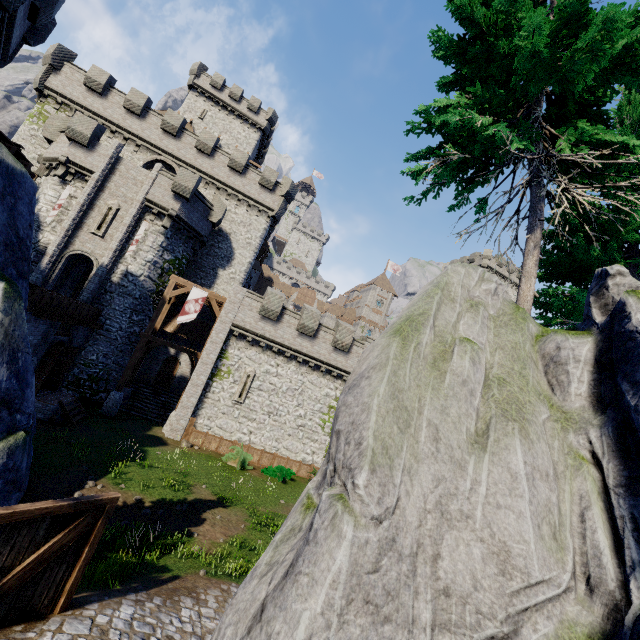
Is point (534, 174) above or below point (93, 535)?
above

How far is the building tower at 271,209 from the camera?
24.88m

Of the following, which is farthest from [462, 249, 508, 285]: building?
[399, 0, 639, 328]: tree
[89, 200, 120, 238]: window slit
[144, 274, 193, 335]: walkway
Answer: [89, 200, 120, 238]: window slit

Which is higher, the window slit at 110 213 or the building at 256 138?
the building at 256 138

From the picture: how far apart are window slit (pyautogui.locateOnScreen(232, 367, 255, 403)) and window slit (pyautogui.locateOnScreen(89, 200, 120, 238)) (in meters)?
13.15

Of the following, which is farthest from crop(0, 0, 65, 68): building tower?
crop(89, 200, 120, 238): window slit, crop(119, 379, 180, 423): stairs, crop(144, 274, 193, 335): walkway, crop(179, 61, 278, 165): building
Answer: crop(179, 61, 278, 165): building

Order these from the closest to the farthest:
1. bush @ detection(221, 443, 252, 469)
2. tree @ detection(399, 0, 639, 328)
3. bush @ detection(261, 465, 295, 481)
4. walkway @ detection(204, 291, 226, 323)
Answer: tree @ detection(399, 0, 639, 328), bush @ detection(221, 443, 252, 469), bush @ detection(261, 465, 295, 481), walkway @ detection(204, 291, 226, 323)

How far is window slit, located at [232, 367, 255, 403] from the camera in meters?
22.2 m
